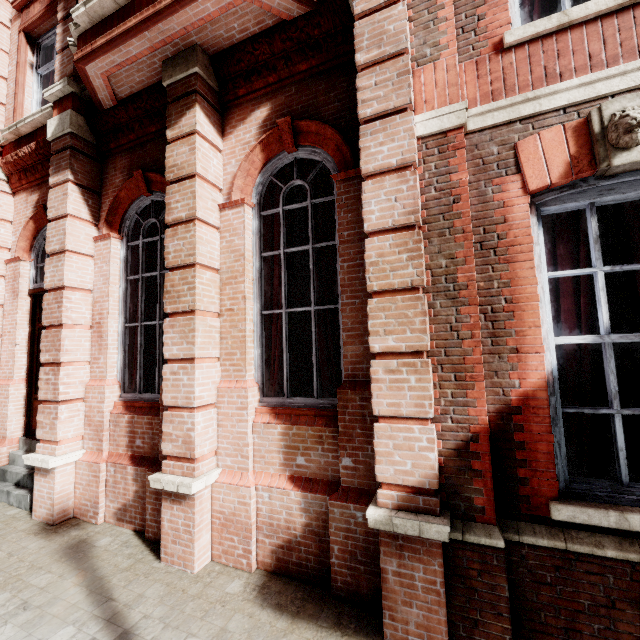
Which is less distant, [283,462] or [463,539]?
[463,539]
